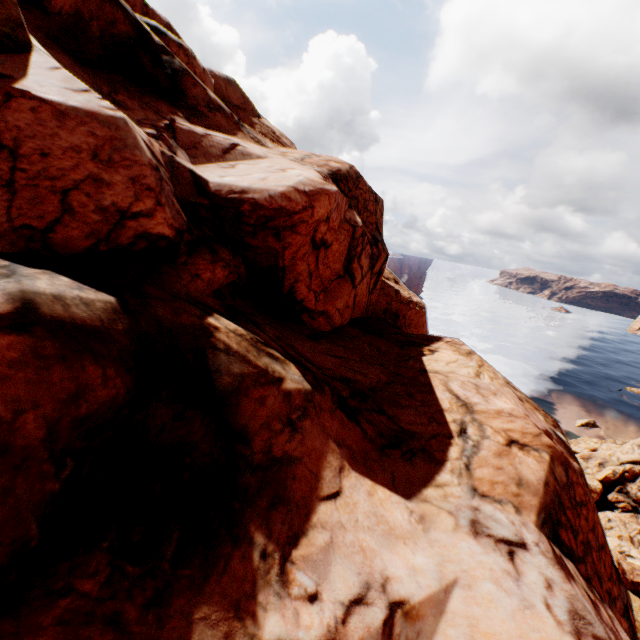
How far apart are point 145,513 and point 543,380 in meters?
69.3
